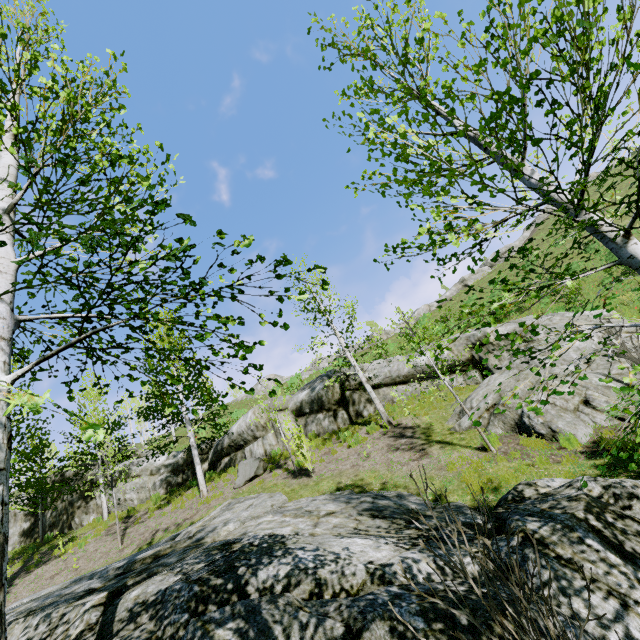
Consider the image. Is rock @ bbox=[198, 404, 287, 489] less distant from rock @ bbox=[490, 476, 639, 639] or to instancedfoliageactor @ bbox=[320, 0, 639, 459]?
rock @ bbox=[490, 476, 639, 639]

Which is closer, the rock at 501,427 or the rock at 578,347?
the rock at 501,427

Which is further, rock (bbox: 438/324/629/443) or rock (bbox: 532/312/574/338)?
rock (bbox: 532/312/574/338)

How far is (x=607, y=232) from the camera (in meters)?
2.28

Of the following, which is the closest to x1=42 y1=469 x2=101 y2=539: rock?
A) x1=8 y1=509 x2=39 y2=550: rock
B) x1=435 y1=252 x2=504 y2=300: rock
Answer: x1=8 y1=509 x2=39 y2=550: rock

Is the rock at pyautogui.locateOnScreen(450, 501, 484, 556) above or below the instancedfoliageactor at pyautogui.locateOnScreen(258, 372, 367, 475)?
below

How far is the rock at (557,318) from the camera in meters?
12.1 m

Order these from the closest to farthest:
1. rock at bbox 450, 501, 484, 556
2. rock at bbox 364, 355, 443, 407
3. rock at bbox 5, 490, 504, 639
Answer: rock at bbox 5, 490, 504, 639 → rock at bbox 450, 501, 484, 556 → rock at bbox 364, 355, 443, 407
